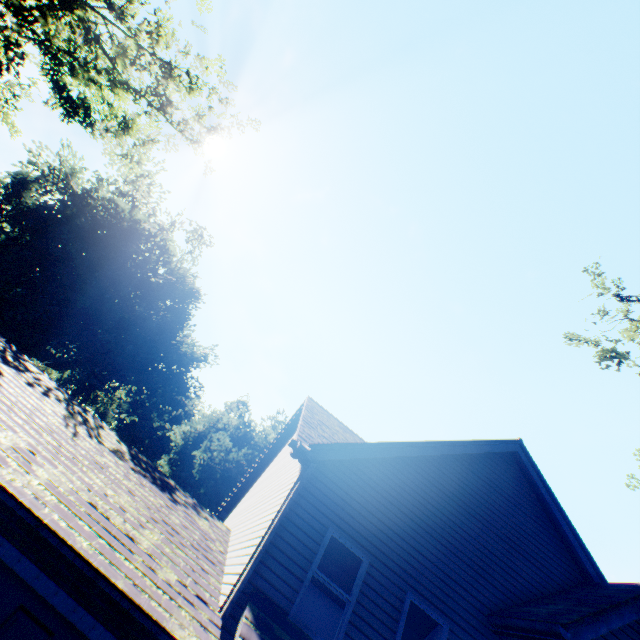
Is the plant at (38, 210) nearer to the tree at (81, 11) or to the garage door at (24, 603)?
the tree at (81, 11)

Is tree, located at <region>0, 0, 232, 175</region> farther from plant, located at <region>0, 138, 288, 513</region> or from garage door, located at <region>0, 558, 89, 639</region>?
garage door, located at <region>0, 558, 89, 639</region>

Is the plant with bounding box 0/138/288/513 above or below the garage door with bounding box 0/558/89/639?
above

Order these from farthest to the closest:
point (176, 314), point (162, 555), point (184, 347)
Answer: point (184, 347) < point (176, 314) < point (162, 555)

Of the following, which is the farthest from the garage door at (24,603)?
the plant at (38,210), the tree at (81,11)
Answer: the plant at (38,210)

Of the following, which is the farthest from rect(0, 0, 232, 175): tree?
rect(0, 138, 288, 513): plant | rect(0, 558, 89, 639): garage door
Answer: rect(0, 558, 89, 639): garage door

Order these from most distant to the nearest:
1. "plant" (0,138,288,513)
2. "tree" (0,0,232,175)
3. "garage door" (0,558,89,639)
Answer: "plant" (0,138,288,513) < "tree" (0,0,232,175) < "garage door" (0,558,89,639)
